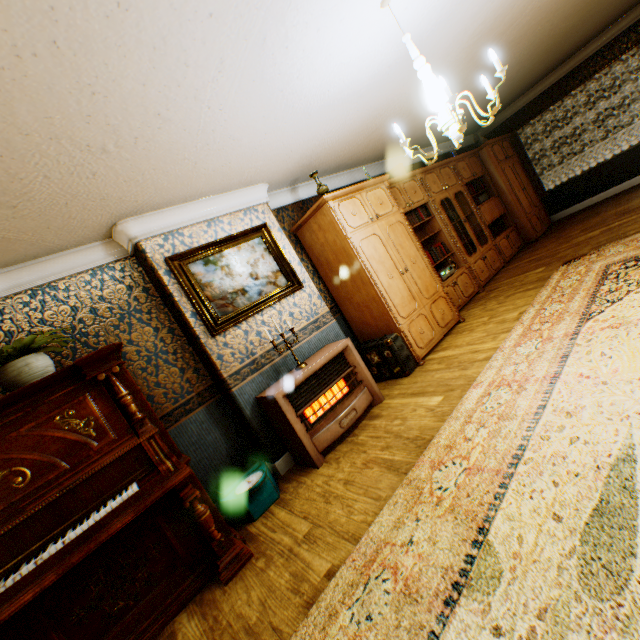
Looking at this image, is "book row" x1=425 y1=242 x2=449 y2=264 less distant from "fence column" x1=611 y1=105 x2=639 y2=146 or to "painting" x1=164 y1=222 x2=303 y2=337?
"painting" x1=164 y1=222 x2=303 y2=337

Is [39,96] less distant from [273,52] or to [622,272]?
[273,52]

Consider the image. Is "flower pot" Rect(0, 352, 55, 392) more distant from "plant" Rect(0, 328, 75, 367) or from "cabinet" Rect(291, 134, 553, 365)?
"cabinet" Rect(291, 134, 553, 365)

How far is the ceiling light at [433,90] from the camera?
2.18m

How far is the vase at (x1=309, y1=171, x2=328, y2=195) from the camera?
4.3 meters

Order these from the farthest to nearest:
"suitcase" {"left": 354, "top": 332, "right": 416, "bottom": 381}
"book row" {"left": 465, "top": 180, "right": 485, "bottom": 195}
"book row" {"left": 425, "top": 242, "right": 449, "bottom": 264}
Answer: "book row" {"left": 465, "top": 180, "right": 485, "bottom": 195} < "book row" {"left": 425, "top": 242, "right": 449, "bottom": 264} < "suitcase" {"left": 354, "top": 332, "right": 416, "bottom": 381}

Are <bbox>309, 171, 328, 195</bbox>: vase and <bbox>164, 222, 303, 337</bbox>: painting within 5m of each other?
yes

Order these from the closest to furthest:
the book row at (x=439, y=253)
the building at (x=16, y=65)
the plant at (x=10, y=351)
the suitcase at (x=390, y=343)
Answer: the building at (x=16, y=65), the plant at (x=10, y=351), the suitcase at (x=390, y=343), the book row at (x=439, y=253)
